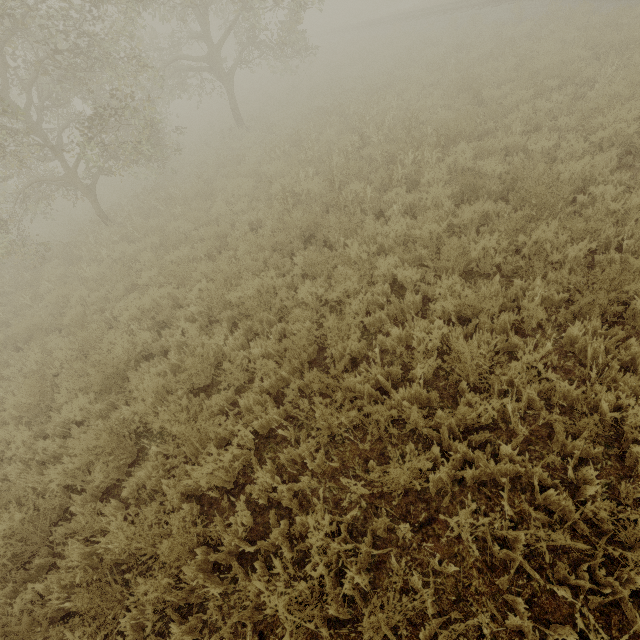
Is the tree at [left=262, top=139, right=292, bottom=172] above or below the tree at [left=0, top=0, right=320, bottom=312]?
below

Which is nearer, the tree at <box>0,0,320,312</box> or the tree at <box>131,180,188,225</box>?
the tree at <box>0,0,320,312</box>

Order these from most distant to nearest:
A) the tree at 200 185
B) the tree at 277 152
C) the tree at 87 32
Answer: the tree at 200 185
the tree at 277 152
the tree at 87 32

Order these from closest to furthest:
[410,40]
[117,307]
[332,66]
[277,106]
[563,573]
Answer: [563,573], [117,307], [277,106], [410,40], [332,66]

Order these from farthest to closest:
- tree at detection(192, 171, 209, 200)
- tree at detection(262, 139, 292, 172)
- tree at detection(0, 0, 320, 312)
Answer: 1. tree at detection(192, 171, 209, 200)
2. tree at detection(262, 139, 292, 172)
3. tree at detection(0, 0, 320, 312)

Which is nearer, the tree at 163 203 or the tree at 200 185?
the tree at 163 203

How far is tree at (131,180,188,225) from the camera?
10.23m
